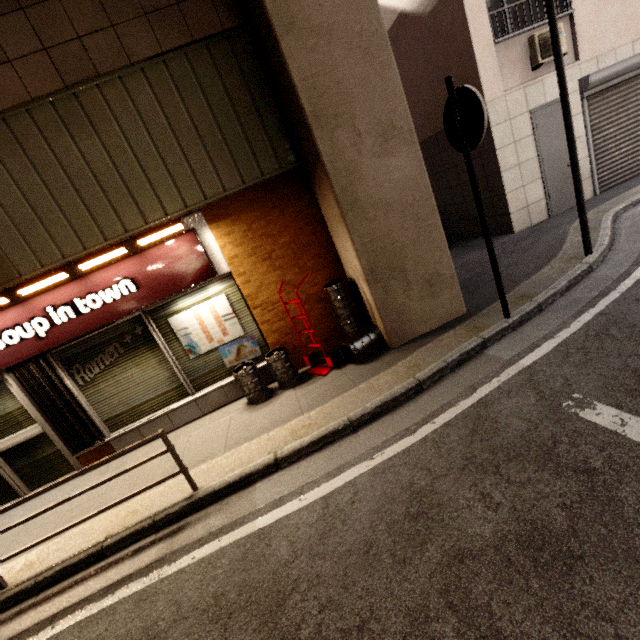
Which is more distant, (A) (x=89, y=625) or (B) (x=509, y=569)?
(A) (x=89, y=625)

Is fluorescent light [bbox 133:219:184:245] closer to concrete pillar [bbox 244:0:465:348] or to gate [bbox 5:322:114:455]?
gate [bbox 5:322:114:455]

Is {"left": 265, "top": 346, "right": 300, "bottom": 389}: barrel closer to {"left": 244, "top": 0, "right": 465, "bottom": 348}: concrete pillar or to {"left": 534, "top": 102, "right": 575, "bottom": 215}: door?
{"left": 244, "top": 0, "right": 465, "bottom": 348}: concrete pillar

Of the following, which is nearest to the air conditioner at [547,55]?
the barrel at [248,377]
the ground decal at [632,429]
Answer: the ground decal at [632,429]

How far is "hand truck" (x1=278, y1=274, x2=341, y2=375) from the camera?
4.9m

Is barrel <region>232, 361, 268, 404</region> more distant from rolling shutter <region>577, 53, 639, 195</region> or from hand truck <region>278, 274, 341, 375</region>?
rolling shutter <region>577, 53, 639, 195</region>

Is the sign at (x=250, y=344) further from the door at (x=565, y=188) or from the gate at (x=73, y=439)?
the door at (x=565, y=188)

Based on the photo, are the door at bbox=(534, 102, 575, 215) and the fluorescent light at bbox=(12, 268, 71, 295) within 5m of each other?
no
